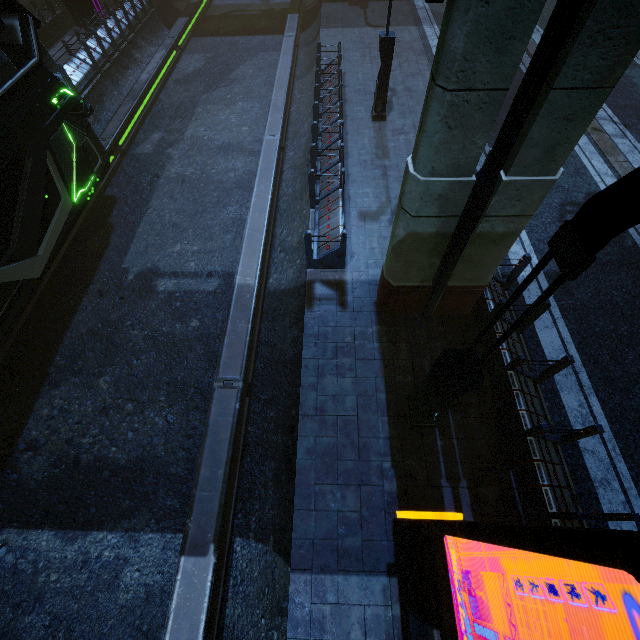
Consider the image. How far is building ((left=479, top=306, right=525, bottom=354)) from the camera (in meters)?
6.52

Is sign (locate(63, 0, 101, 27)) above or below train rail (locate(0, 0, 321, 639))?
above

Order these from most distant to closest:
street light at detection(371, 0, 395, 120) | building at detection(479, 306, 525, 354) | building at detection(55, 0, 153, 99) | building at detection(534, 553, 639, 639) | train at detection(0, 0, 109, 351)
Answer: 1. building at detection(55, 0, 153, 99)
2. street light at detection(371, 0, 395, 120)
3. train at detection(0, 0, 109, 351)
4. building at detection(479, 306, 525, 354)
5. building at detection(534, 553, 639, 639)

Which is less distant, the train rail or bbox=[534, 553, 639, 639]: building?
bbox=[534, 553, 639, 639]: building

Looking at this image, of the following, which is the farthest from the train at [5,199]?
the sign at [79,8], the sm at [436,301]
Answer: the sign at [79,8]

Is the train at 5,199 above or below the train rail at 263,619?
above

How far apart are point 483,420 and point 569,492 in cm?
168

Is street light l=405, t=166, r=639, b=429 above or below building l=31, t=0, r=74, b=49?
above
